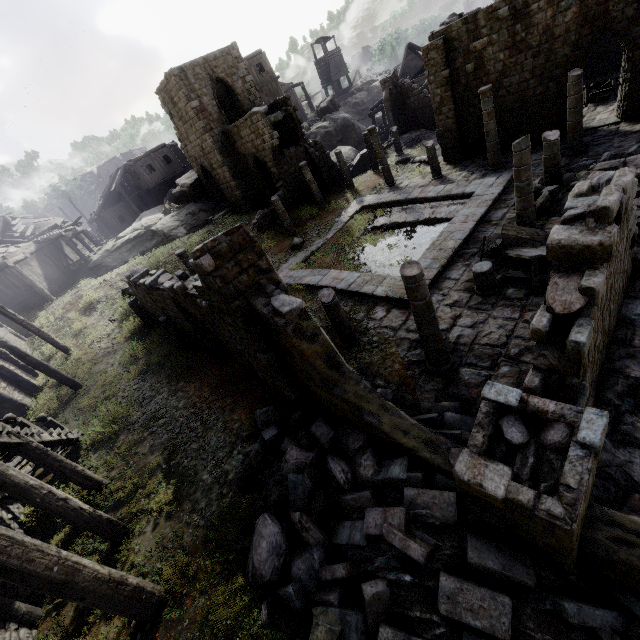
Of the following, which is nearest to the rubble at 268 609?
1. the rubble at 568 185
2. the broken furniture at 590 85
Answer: the rubble at 568 185

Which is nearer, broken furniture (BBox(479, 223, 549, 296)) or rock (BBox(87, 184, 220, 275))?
broken furniture (BBox(479, 223, 549, 296))

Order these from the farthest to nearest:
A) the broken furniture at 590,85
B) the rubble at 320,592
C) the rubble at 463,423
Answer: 1. the broken furniture at 590,85
2. the rubble at 463,423
3. the rubble at 320,592

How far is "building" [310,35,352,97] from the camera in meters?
52.9

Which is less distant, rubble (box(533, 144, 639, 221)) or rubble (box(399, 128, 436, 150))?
rubble (box(533, 144, 639, 221))

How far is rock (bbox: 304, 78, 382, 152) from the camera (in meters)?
35.16

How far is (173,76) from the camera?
22.20m

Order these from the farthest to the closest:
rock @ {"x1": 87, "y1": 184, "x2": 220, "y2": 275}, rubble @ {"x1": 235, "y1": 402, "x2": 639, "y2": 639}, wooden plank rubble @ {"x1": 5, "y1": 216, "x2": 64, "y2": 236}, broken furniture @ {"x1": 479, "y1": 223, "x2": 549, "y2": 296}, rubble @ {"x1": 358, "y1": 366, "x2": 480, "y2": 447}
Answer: wooden plank rubble @ {"x1": 5, "y1": 216, "x2": 64, "y2": 236} < rock @ {"x1": 87, "y1": 184, "x2": 220, "y2": 275} < broken furniture @ {"x1": 479, "y1": 223, "x2": 549, "y2": 296} < rubble @ {"x1": 358, "y1": 366, "x2": 480, "y2": 447} < rubble @ {"x1": 235, "y1": 402, "x2": 639, "y2": 639}
